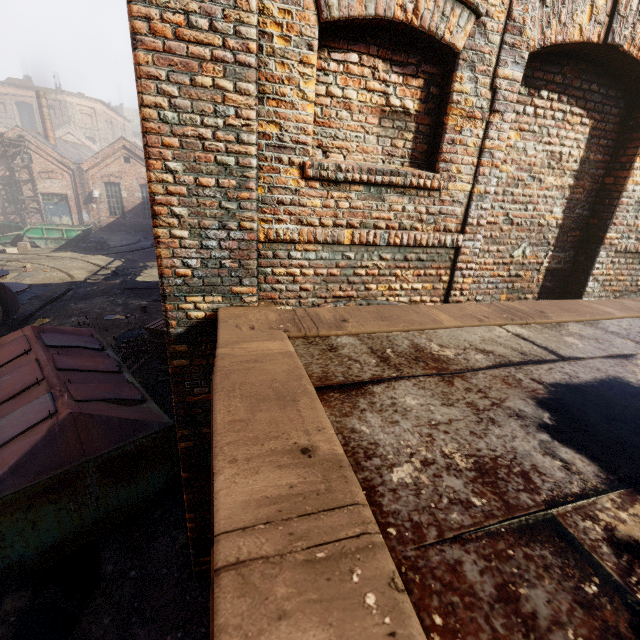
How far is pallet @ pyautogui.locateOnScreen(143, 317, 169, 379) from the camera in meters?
7.8 m

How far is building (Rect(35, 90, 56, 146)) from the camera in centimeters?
2508cm

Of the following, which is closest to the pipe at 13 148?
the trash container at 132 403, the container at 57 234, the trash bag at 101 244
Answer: the container at 57 234

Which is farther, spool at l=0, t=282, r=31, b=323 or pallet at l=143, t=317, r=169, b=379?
spool at l=0, t=282, r=31, b=323

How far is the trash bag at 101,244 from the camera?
20.9 meters

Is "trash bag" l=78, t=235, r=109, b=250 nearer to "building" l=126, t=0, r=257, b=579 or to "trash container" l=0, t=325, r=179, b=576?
"trash container" l=0, t=325, r=179, b=576

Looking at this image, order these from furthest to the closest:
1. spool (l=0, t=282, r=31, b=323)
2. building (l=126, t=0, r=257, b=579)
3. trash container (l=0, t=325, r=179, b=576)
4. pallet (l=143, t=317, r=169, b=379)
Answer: spool (l=0, t=282, r=31, b=323) < pallet (l=143, t=317, r=169, b=379) < trash container (l=0, t=325, r=179, b=576) < building (l=126, t=0, r=257, b=579)

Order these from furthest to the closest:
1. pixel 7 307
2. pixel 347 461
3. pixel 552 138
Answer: pixel 7 307 < pixel 552 138 < pixel 347 461
